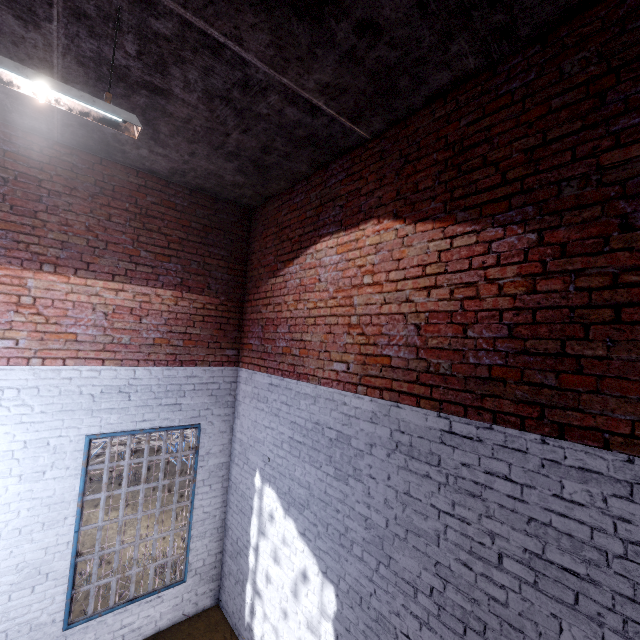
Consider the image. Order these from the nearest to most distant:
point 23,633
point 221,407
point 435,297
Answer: point 435,297 < point 23,633 < point 221,407
